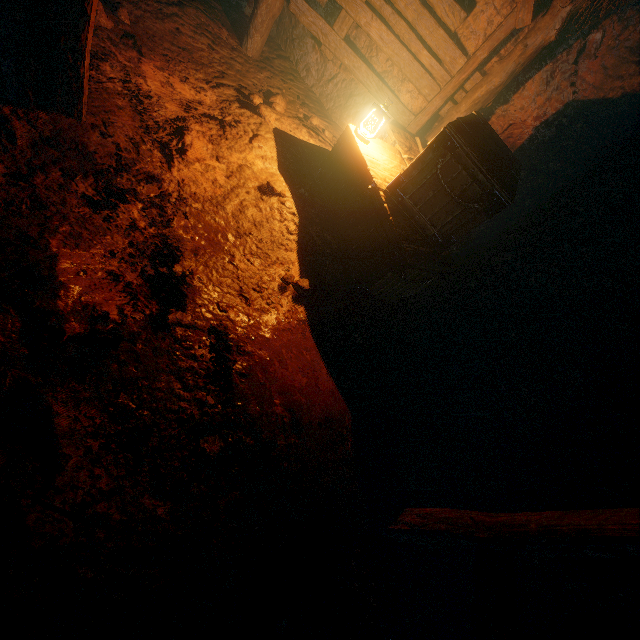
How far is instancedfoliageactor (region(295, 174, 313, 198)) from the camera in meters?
4.1 m

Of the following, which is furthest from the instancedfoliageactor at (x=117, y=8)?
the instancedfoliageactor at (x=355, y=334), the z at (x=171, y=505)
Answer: the instancedfoliageactor at (x=355, y=334)

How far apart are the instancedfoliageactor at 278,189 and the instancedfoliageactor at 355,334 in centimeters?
179cm

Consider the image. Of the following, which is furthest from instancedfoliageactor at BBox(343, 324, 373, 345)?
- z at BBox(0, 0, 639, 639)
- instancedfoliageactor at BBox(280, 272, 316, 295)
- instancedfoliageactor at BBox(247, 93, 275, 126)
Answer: instancedfoliageactor at BBox(247, 93, 275, 126)

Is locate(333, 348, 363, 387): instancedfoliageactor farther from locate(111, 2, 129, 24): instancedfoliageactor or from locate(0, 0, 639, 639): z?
locate(111, 2, 129, 24): instancedfoliageactor

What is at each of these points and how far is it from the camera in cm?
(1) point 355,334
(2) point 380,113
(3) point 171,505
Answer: (1) instancedfoliageactor, 371
(2) lantern, 371
(3) z, 197

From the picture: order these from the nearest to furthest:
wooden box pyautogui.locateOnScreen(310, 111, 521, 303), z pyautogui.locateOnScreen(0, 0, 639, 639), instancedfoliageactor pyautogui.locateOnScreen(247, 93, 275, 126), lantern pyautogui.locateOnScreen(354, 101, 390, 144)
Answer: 1. z pyautogui.locateOnScreen(0, 0, 639, 639)
2. wooden box pyautogui.locateOnScreen(310, 111, 521, 303)
3. lantern pyautogui.locateOnScreen(354, 101, 390, 144)
4. instancedfoliageactor pyautogui.locateOnScreen(247, 93, 275, 126)

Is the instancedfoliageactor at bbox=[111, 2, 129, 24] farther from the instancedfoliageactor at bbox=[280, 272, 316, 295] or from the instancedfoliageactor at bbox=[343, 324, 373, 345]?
the instancedfoliageactor at bbox=[343, 324, 373, 345]
